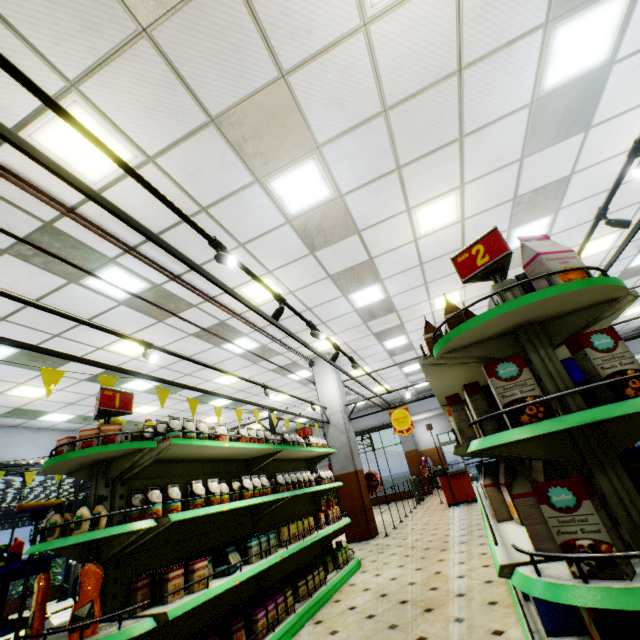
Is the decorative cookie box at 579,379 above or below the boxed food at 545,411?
above

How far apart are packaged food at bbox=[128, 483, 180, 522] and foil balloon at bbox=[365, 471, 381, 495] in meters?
7.0 m

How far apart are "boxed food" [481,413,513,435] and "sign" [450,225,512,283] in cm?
63

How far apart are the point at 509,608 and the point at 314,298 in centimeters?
556cm

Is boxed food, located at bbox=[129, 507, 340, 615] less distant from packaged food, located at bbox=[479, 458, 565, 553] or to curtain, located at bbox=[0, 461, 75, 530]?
packaged food, located at bbox=[479, 458, 565, 553]

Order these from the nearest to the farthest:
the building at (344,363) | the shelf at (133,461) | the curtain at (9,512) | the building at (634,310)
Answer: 1. the shelf at (133,461)
2. the curtain at (9,512)
3. the building at (344,363)
4. the building at (634,310)

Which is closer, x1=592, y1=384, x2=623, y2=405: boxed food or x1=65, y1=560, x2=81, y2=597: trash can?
x1=592, y1=384, x2=623, y2=405: boxed food

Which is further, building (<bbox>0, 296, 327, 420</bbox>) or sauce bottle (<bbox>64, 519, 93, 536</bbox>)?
building (<bbox>0, 296, 327, 420</bbox>)
